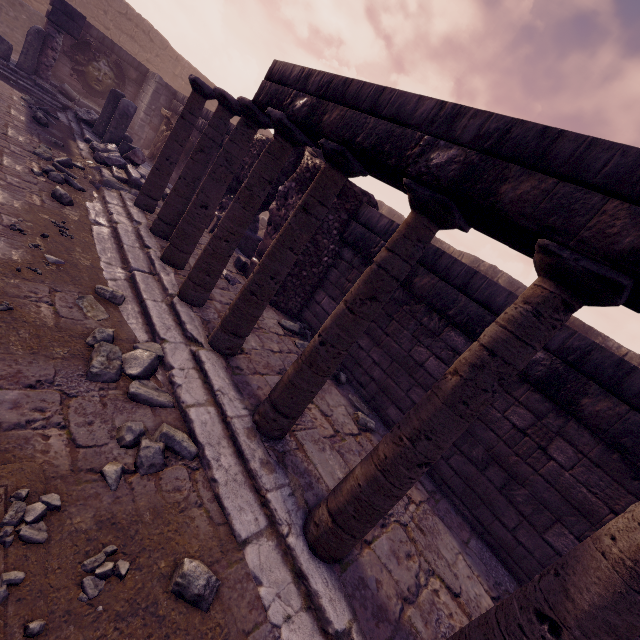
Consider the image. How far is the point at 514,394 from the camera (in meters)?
3.97

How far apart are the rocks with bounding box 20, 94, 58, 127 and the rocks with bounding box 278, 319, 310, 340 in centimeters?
829cm

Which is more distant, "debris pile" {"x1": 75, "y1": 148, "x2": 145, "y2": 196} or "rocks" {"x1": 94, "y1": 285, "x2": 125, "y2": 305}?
"debris pile" {"x1": 75, "y1": 148, "x2": 145, "y2": 196}

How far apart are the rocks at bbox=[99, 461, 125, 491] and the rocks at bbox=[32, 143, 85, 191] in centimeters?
643cm

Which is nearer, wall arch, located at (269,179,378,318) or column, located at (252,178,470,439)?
column, located at (252,178,470,439)

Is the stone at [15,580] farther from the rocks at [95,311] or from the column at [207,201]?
the column at [207,201]

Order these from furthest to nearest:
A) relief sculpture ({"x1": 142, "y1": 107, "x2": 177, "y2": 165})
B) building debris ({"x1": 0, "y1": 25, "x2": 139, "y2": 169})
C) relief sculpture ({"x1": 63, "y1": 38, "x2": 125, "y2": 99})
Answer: relief sculpture ({"x1": 63, "y1": 38, "x2": 125, "y2": 99})
relief sculpture ({"x1": 142, "y1": 107, "x2": 177, "y2": 165})
building debris ({"x1": 0, "y1": 25, "x2": 139, "y2": 169})

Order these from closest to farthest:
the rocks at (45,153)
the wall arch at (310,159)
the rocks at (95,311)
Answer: the rocks at (95,311) < the rocks at (45,153) < the wall arch at (310,159)
